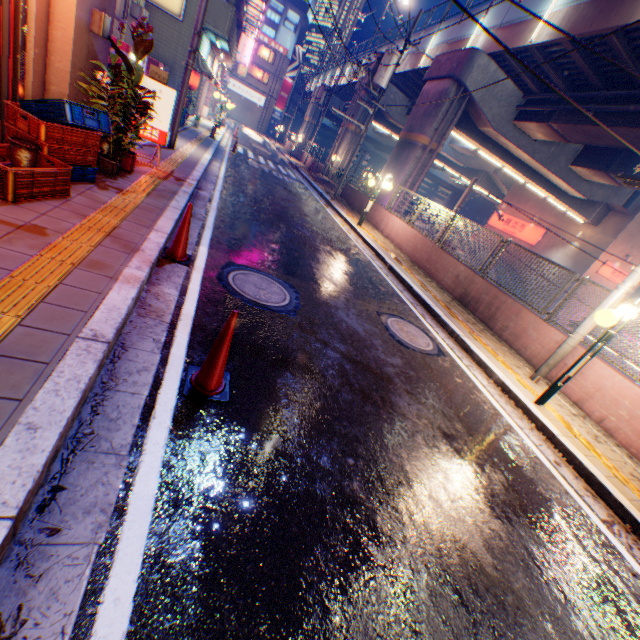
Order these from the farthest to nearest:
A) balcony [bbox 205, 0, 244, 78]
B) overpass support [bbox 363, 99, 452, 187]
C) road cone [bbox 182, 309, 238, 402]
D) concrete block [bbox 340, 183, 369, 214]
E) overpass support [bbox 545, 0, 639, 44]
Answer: concrete block [bbox 340, 183, 369, 214] → overpass support [bbox 363, 99, 452, 187] → balcony [bbox 205, 0, 244, 78] → overpass support [bbox 545, 0, 639, 44] → road cone [bbox 182, 309, 238, 402]

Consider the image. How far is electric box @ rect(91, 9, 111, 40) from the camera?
4.9 meters

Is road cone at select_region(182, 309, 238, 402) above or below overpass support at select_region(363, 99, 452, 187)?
below

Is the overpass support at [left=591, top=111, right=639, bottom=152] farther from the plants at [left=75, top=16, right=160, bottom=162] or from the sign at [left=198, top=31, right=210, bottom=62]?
the plants at [left=75, top=16, right=160, bottom=162]

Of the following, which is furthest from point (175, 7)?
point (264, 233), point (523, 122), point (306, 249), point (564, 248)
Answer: point (564, 248)

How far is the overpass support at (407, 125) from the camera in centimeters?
1759cm

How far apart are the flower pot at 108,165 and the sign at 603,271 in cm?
3116

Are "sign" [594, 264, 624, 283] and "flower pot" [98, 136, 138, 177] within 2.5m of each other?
no
